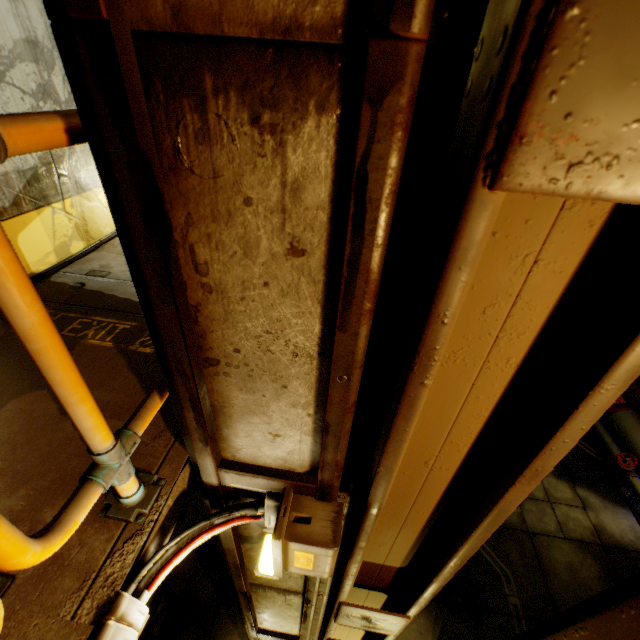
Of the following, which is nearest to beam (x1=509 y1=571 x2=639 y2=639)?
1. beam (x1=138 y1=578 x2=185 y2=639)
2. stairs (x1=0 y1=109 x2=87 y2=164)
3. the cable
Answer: stairs (x1=0 y1=109 x2=87 y2=164)

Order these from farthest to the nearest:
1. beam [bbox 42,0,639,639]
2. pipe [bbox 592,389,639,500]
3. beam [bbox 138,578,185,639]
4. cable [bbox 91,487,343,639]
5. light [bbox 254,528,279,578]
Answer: pipe [bbox 592,389,639,500] < beam [bbox 138,578,185,639] < light [bbox 254,528,279,578] < cable [bbox 91,487,343,639] < beam [bbox 42,0,639,639]

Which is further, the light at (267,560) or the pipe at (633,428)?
the pipe at (633,428)

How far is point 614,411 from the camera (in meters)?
8.93

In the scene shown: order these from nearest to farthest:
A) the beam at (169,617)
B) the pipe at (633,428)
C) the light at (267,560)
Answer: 1. the light at (267,560)
2. the beam at (169,617)
3. the pipe at (633,428)

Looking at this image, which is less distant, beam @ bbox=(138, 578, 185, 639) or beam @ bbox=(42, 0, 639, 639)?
beam @ bbox=(42, 0, 639, 639)

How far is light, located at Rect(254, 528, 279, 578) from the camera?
1.6 meters

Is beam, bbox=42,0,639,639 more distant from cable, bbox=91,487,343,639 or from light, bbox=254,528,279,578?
light, bbox=254,528,279,578
